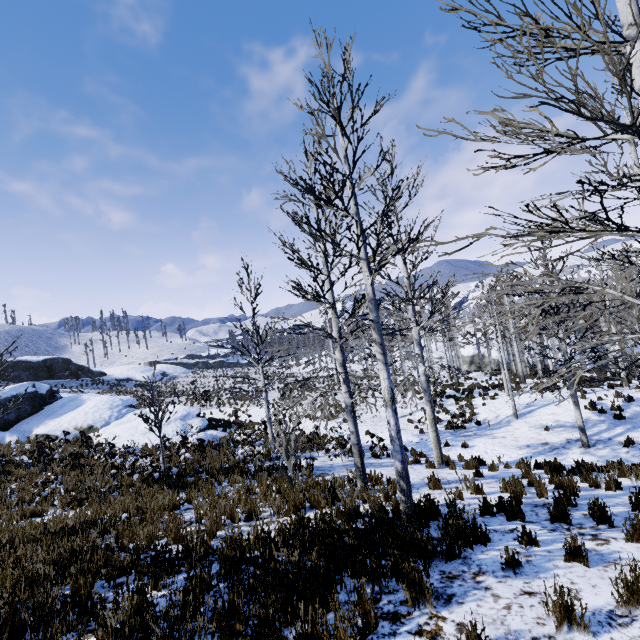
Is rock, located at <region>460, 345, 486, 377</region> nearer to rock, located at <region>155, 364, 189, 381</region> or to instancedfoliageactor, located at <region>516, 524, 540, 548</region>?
instancedfoliageactor, located at <region>516, 524, 540, 548</region>

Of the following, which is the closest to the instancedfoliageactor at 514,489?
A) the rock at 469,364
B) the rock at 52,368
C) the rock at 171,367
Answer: the rock at 52,368

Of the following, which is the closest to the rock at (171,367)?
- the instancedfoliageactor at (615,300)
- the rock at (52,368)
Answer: the rock at (52,368)

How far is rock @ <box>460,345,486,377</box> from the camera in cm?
3188

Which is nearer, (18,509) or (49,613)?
(49,613)

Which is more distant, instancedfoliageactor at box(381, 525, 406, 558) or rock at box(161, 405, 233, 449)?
rock at box(161, 405, 233, 449)

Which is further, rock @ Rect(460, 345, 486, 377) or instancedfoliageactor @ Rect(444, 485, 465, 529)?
rock @ Rect(460, 345, 486, 377)

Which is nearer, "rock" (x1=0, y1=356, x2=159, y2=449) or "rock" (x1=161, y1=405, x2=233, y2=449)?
"rock" (x1=161, y1=405, x2=233, y2=449)
